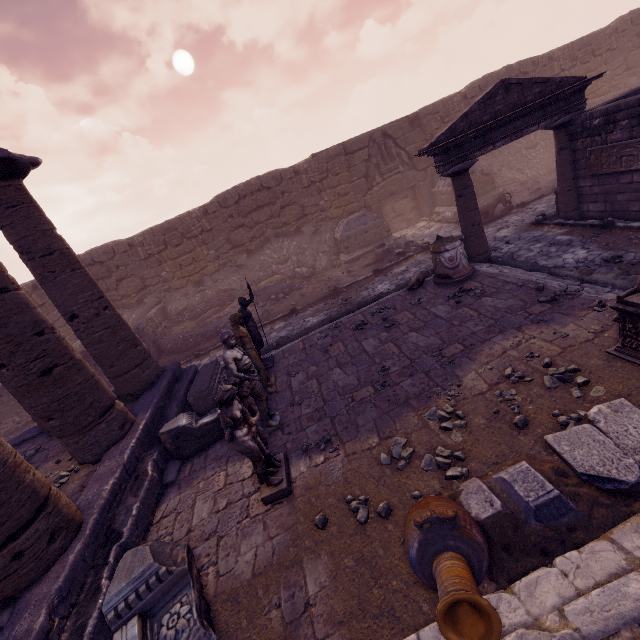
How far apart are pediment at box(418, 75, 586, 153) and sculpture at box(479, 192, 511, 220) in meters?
4.2

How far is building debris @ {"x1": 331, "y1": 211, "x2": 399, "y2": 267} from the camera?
14.52m

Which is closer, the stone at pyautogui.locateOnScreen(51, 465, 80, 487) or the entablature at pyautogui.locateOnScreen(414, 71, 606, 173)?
the stone at pyautogui.locateOnScreen(51, 465, 80, 487)

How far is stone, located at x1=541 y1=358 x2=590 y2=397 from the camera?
4.02m

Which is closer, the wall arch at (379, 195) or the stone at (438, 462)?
the stone at (438, 462)

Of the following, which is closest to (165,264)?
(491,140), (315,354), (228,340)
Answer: (315,354)

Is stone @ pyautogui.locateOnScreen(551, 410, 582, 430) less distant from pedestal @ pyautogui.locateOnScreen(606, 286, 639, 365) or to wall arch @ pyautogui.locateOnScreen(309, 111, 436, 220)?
pedestal @ pyautogui.locateOnScreen(606, 286, 639, 365)

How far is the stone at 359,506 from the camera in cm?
357
